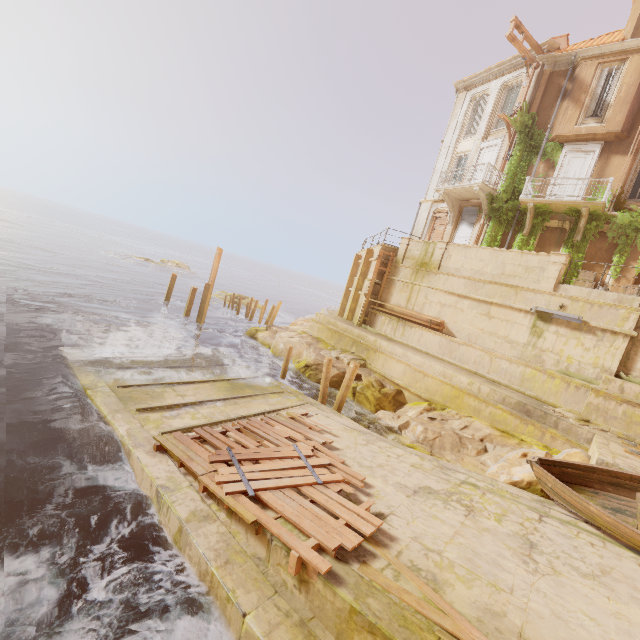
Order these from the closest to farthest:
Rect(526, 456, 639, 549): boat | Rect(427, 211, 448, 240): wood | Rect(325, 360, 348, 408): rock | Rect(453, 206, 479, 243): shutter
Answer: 1. Rect(526, 456, 639, 549): boat
2. Rect(325, 360, 348, 408): rock
3. Rect(453, 206, 479, 243): shutter
4. Rect(427, 211, 448, 240): wood

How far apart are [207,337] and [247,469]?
16.4 meters

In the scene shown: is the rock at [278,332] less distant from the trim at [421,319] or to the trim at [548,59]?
the trim at [421,319]

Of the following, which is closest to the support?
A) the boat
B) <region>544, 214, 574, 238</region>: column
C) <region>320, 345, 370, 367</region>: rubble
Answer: <region>544, 214, 574, 238</region>: column

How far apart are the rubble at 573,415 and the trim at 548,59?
18.9m

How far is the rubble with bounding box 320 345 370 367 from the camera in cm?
1625

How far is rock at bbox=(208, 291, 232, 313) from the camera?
31.3m

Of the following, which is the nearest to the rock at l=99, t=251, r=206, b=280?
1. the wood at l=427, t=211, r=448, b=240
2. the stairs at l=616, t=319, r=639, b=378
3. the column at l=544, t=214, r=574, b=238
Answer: the wood at l=427, t=211, r=448, b=240
